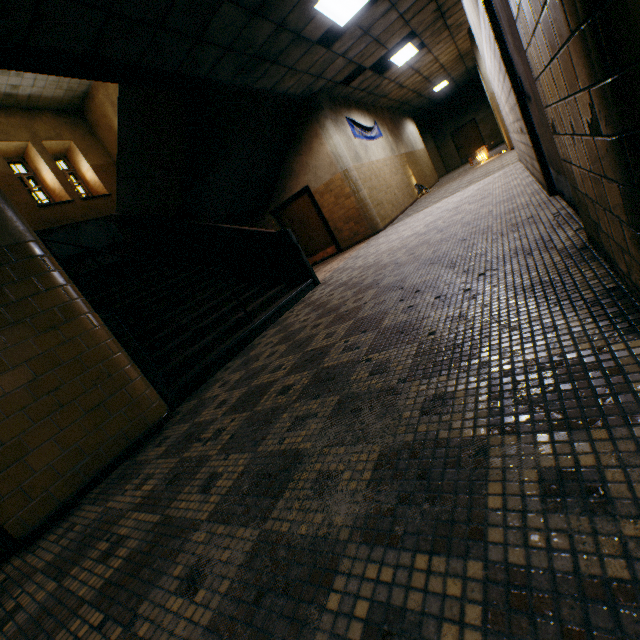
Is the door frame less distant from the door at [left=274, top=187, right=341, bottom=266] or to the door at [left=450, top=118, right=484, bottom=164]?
the door at [left=274, top=187, right=341, bottom=266]

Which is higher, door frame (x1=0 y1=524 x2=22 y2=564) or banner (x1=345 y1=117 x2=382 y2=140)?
banner (x1=345 y1=117 x2=382 y2=140)

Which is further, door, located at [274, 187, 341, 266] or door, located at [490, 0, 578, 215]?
door, located at [274, 187, 341, 266]

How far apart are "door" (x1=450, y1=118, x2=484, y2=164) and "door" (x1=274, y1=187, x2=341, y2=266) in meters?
17.0

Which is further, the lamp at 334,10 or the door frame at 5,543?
the lamp at 334,10

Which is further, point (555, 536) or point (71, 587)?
point (71, 587)

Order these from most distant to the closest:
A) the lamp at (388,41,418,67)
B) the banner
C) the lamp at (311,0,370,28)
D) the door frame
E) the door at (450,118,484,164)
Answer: the door at (450,118,484,164) → the banner → the lamp at (388,41,418,67) → the lamp at (311,0,370,28) → the door frame

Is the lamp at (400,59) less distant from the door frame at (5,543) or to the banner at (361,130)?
the banner at (361,130)
